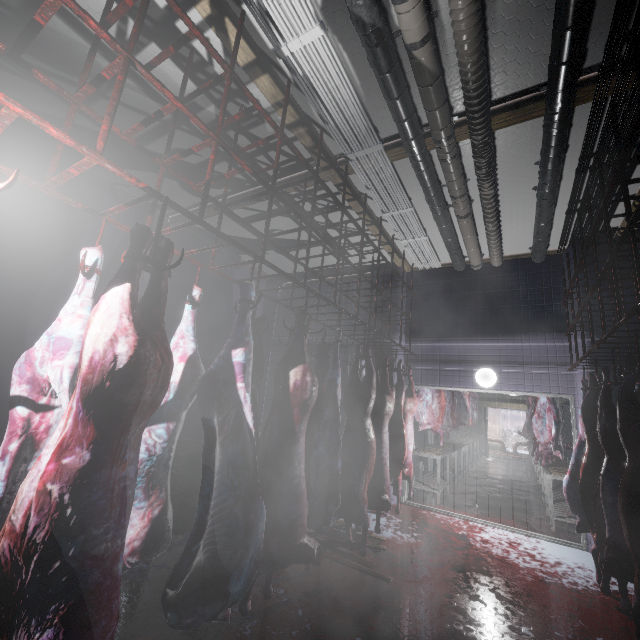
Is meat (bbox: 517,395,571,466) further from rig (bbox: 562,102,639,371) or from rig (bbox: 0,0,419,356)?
rig (bbox: 0,0,419,356)

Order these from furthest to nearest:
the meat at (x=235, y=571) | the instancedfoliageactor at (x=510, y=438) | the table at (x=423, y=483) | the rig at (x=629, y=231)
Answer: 1. the instancedfoliageactor at (x=510, y=438)
2. the table at (x=423, y=483)
3. the rig at (x=629, y=231)
4. the meat at (x=235, y=571)

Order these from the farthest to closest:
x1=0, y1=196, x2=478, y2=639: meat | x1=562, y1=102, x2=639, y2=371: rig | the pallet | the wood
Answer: the pallet → the wood → x1=562, y1=102, x2=639, y2=371: rig → x1=0, y1=196, x2=478, y2=639: meat

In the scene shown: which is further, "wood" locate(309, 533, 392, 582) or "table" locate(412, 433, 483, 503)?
"table" locate(412, 433, 483, 503)

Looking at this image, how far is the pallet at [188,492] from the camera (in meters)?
3.54

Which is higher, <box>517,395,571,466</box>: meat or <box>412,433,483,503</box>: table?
<box>517,395,571,466</box>: meat

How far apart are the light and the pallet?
3.4m

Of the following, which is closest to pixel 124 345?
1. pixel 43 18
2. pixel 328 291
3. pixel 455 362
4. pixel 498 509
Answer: pixel 43 18
